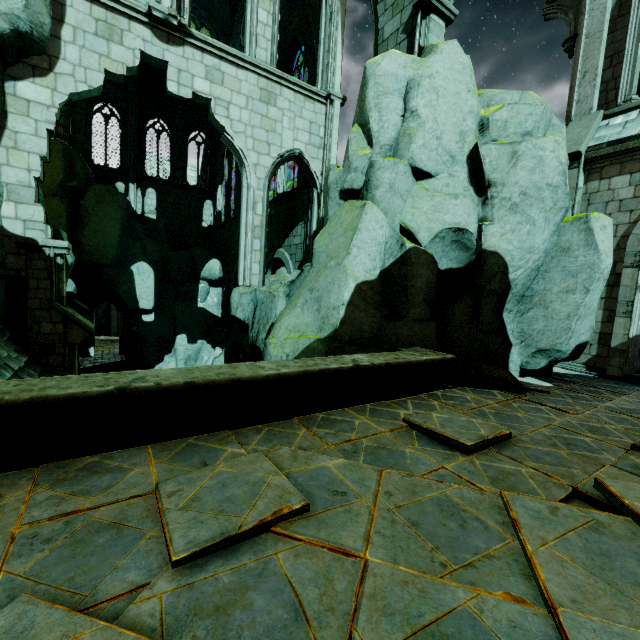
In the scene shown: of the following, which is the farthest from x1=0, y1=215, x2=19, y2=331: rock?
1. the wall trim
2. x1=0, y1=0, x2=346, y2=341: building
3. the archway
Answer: the archway

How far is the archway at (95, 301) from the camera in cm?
2475

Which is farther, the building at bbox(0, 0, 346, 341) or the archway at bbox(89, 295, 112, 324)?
the archway at bbox(89, 295, 112, 324)

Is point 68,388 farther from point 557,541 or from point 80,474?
point 557,541

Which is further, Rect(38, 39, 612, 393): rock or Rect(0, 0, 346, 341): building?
Rect(0, 0, 346, 341): building

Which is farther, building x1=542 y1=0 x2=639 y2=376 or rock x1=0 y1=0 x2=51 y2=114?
building x1=542 y1=0 x2=639 y2=376

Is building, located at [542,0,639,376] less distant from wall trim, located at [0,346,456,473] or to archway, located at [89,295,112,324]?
archway, located at [89,295,112,324]

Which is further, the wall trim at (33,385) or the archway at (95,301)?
the archway at (95,301)
